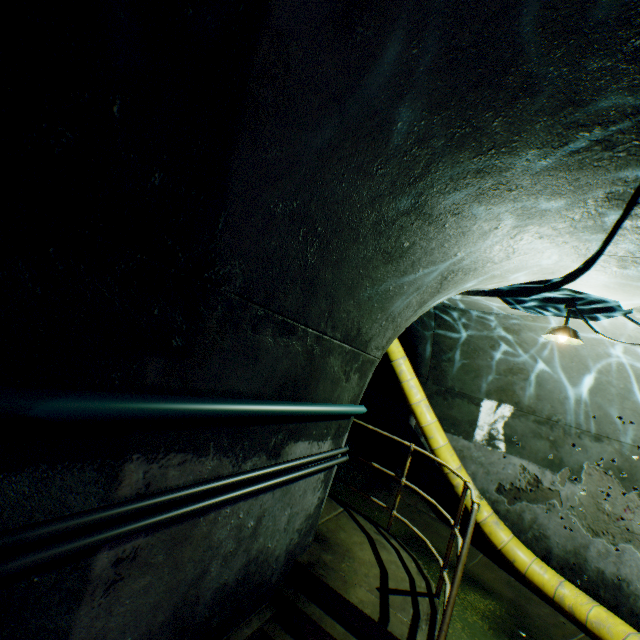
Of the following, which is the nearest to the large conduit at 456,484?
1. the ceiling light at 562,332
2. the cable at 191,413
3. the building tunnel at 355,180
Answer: the building tunnel at 355,180

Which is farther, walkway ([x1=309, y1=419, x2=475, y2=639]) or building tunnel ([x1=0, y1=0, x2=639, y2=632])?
walkway ([x1=309, y1=419, x2=475, y2=639])

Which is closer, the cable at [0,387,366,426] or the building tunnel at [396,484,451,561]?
the cable at [0,387,366,426]

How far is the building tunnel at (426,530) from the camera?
6.40m

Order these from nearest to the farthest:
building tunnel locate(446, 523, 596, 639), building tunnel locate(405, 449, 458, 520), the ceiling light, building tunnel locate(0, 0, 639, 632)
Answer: building tunnel locate(0, 0, 639, 632)
the ceiling light
building tunnel locate(446, 523, 596, 639)
building tunnel locate(405, 449, 458, 520)

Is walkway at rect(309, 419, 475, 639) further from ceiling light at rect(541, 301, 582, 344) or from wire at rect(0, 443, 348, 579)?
ceiling light at rect(541, 301, 582, 344)

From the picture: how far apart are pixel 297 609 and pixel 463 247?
3.6 meters

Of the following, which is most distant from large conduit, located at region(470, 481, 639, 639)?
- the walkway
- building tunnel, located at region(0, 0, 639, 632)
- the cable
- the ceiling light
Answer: the ceiling light
